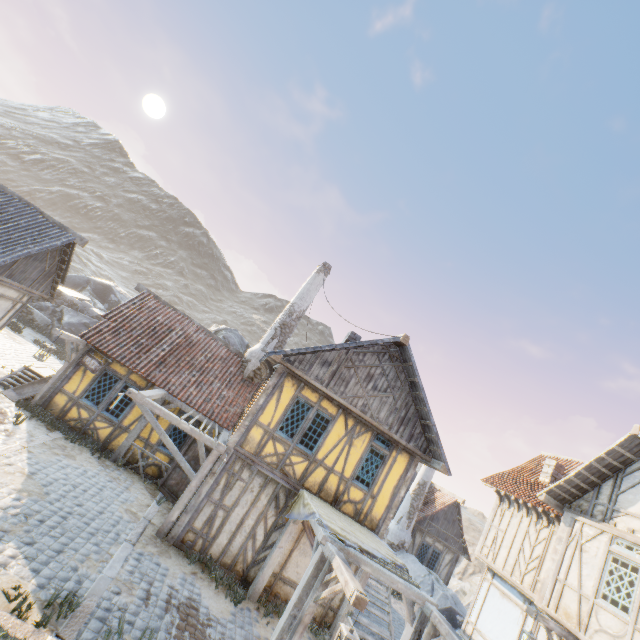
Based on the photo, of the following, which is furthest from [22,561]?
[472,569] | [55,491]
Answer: [472,569]

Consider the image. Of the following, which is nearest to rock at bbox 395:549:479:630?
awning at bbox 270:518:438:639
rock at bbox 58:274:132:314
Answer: rock at bbox 58:274:132:314

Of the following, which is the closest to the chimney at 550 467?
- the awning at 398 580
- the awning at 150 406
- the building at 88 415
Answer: the awning at 398 580

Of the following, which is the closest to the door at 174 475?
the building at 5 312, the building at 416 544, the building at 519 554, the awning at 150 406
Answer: the awning at 150 406

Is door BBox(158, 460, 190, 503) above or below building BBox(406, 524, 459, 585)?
below

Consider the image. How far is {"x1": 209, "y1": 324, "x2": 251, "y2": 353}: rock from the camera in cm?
2236

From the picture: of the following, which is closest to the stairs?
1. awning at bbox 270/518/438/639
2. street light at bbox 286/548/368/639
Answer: awning at bbox 270/518/438/639

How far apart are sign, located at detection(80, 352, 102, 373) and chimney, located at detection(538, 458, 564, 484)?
18.8m
